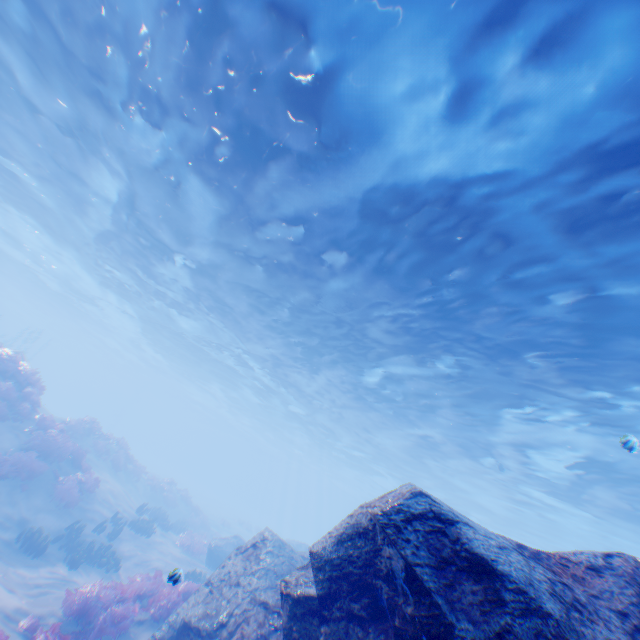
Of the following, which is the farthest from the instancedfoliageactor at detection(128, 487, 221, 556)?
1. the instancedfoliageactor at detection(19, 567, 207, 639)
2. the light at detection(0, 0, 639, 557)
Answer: the light at detection(0, 0, 639, 557)

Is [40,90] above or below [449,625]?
above

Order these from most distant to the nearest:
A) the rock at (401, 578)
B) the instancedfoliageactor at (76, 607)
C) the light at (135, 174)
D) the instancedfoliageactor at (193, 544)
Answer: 1. the instancedfoliageactor at (193, 544)
2. the instancedfoliageactor at (76, 607)
3. the light at (135, 174)
4. the rock at (401, 578)

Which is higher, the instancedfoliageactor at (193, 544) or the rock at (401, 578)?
the rock at (401, 578)

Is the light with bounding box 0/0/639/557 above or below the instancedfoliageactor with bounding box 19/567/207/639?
above

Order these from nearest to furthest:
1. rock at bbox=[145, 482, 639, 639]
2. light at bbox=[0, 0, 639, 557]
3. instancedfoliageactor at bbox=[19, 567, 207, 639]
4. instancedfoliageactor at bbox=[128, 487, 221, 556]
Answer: rock at bbox=[145, 482, 639, 639] → light at bbox=[0, 0, 639, 557] → instancedfoliageactor at bbox=[19, 567, 207, 639] → instancedfoliageactor at bbox=[128, 487, 221, 556]

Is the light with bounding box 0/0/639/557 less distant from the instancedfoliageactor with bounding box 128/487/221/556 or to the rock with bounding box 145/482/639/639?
the rock with bounding box 145/482/639/639

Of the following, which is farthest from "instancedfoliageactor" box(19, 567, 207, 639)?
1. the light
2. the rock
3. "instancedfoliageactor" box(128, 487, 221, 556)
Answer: the light
